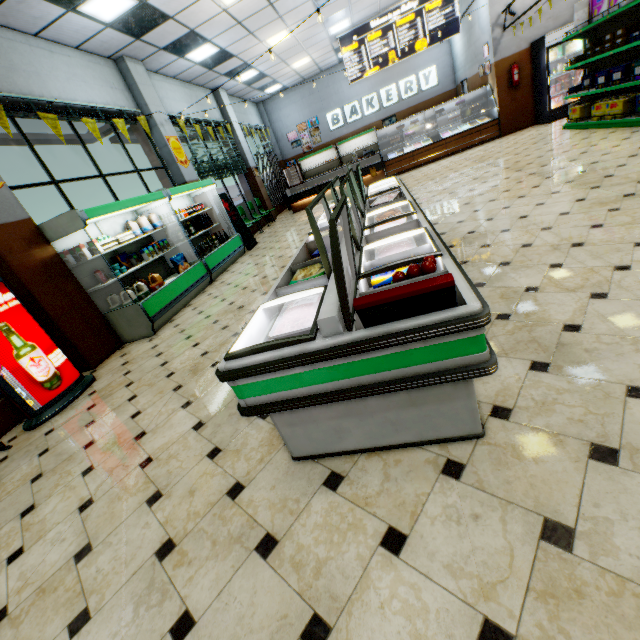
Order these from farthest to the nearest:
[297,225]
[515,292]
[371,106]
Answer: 1. [371,106]
2. [297,225]
3. [515,292]

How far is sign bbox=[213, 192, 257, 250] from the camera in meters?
8.8 m

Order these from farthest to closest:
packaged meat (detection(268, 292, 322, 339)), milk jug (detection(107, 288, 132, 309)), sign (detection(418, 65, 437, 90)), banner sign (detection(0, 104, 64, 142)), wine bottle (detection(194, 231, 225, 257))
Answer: sign (detection(418, 65, 437, 90)) → wine bottle (detection(194, 231, 225, 257)) → milk jug (detection(107, 288, 132, 309)) → banner sign (detection(0, 104, 64, 142)) → packaged meat (detection(268, 292, 322, 339))

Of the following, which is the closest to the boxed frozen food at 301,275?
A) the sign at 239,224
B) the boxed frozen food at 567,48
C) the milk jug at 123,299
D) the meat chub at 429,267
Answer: the meat chub at 429,267

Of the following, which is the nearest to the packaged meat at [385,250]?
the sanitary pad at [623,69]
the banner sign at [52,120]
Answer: the banner sign at [52,120]

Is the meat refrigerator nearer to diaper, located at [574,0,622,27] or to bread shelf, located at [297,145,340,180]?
diaper, located at [574,0,622,27]

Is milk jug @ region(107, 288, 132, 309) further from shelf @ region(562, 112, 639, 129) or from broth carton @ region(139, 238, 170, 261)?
shelf @ region(562, 112, 639, 129)

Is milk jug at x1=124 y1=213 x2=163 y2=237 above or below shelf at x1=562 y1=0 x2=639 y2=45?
below
